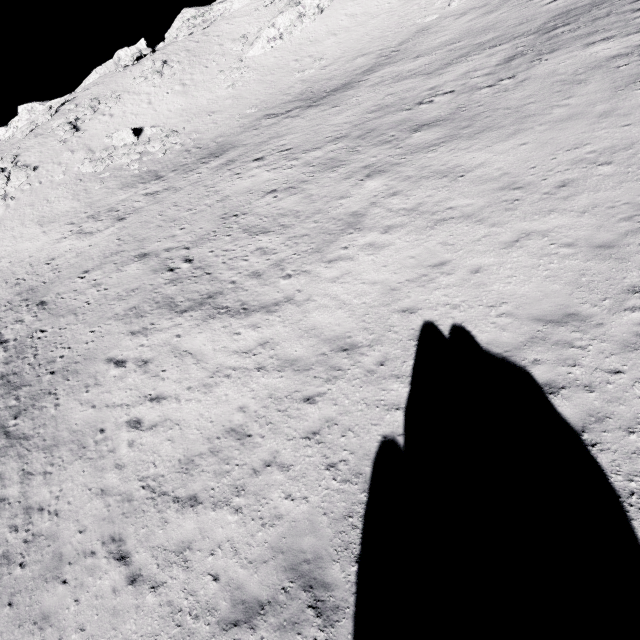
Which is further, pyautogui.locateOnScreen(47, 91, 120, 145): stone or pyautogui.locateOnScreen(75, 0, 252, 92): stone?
pyautogui.locateOnScreen(75, 0, 252, 92): stone

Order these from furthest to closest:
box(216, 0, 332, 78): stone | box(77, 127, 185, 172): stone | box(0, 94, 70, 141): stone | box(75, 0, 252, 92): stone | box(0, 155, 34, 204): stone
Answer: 1. box(75, 0, 252, 92): stone
2. box(0, 94, 70, 141): stone
3. box(216, 0, 332, 78): stone
4. box(0, 155, 34, 204): stone
5. box(77, 127, 185, 172): stone

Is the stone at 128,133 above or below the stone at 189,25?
below

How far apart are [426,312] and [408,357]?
1.7 meters

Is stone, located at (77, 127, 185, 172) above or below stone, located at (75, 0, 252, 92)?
below

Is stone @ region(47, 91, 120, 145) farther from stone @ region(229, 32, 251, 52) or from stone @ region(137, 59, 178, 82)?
stone @ region(229, 32, 251, 52)

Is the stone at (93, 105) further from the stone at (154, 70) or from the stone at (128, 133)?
the stone at (128, 133)

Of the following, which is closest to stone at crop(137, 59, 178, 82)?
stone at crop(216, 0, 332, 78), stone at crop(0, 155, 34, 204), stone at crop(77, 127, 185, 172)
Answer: stone at crop(216, 0, 332, 78)
